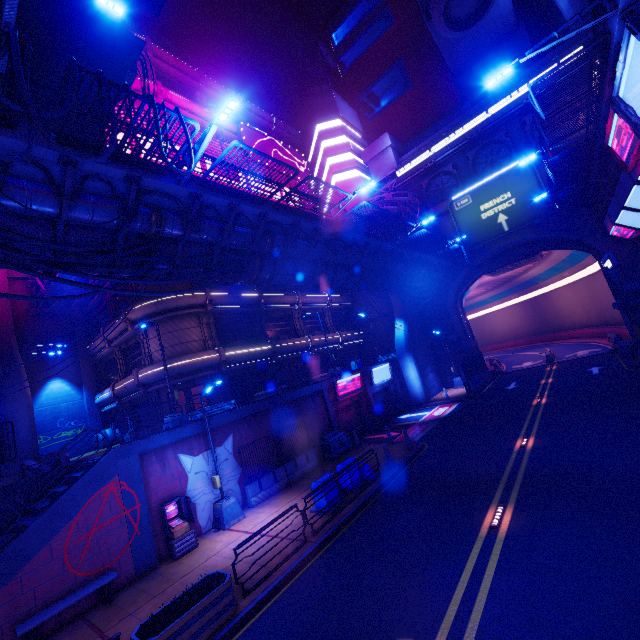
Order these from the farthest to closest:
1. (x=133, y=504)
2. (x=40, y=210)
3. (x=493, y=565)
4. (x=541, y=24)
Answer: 1. (x=541, y=24)
2. (x=133, y=504)
3. (x=40, y=210)
4. (x=493, y=565)

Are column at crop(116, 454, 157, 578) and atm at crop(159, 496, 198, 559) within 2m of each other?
yes

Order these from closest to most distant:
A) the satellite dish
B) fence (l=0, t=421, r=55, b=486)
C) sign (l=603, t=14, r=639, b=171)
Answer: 1. sign (l=603, t=14, r=639, b=171)
2. fence (l=0, t=421, r=55, b=486)
3. the satellite dish

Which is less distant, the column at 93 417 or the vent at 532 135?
the column at 93 417

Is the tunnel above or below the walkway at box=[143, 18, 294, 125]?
below

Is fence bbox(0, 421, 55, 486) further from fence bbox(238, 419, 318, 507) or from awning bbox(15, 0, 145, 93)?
awning bbox(15, 0, 145, 93)

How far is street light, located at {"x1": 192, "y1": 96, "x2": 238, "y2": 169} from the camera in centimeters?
849cm

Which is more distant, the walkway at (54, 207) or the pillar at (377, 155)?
the pillar at (377, 155)
